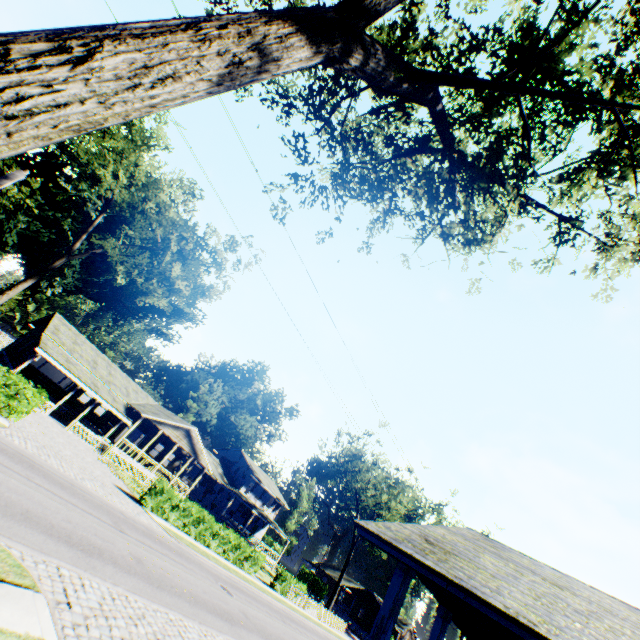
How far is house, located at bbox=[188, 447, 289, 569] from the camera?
44.0m

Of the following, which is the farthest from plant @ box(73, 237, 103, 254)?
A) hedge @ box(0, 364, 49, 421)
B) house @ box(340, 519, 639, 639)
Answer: house @ box(340, 519, 639, 639)

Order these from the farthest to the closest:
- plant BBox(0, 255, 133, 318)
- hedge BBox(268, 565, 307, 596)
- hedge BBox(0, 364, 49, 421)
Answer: plant BBox(0, 255, 133, 318) < hedge BBox(268, 565, 307, 596) < hedge BBox(0, 364, 49, 421)

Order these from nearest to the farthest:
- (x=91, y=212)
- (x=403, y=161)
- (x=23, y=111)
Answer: (x=23, y=111), (x=403, y=161), (x=91, y=212)

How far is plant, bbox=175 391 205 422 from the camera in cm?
5788

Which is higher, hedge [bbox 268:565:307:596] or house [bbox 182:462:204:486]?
house [bbox 182:462:204:486]

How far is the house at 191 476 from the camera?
42.3m

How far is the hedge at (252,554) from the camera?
22.64m
